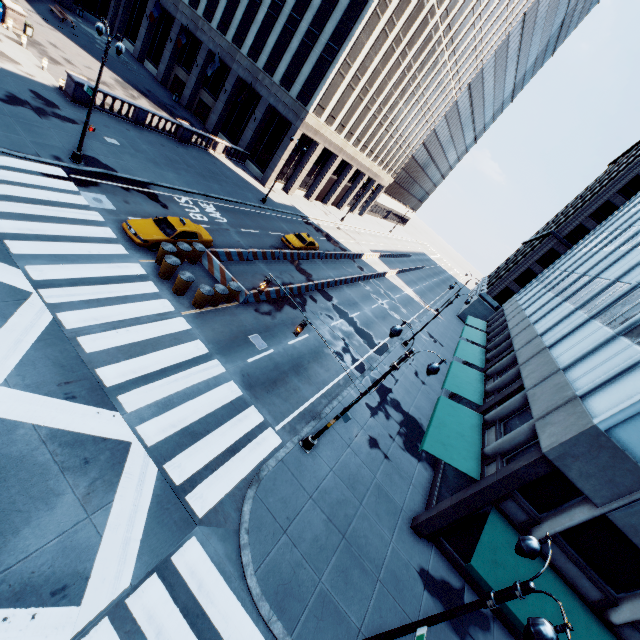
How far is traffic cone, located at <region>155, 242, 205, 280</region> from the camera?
16.5m

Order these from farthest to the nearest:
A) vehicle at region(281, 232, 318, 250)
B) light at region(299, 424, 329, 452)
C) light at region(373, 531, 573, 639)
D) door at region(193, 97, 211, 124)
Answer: door at region(193, 97, 211, 124) < vehicle at region(281, 232, 318, 250) < light at region(299, 424, 329, 452) < light at region(373, 531, 573, 639)

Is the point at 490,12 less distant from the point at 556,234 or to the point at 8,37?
the point at 556,234

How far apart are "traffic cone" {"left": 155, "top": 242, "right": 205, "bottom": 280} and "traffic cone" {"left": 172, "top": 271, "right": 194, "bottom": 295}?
1.43m

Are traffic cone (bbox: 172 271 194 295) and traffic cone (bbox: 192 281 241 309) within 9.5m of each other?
yes

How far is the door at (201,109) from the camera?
43.12m

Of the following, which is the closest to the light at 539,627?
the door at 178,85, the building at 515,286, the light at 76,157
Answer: the building at 515,286

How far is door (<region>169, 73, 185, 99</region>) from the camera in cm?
4434
